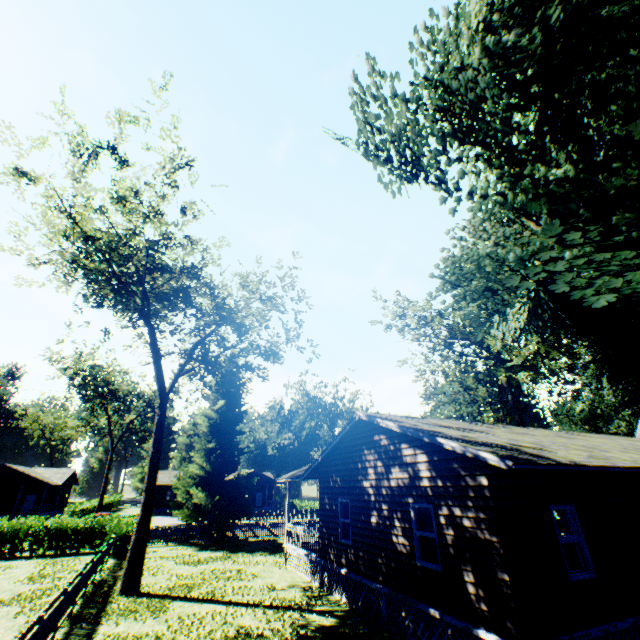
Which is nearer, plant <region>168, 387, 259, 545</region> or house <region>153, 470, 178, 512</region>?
plant <region>168, 387, 259, 545</region>

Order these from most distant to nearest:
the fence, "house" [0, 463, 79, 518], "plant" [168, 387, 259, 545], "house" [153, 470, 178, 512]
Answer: "house" [153, 470, 178, 512] → "house" [0, 463, 79, 518] → "plant" [168, 387, 259, 545] → the fence

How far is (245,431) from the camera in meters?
29.5

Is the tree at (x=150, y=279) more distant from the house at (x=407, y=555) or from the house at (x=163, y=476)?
the house at (x=163, y=476)

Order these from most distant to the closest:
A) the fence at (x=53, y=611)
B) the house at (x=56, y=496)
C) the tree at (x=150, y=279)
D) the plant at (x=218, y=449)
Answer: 1. the house at (x=56, y=496)
2. the plant at (x=218, y=449)
3. the tree at (x=150, y=279)
4. the fence at (x=53, y=611)

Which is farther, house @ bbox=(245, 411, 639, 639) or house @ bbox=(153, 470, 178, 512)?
house @ bbox=(153, 470, 178, 512)

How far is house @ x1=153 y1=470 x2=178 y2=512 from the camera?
51.59m

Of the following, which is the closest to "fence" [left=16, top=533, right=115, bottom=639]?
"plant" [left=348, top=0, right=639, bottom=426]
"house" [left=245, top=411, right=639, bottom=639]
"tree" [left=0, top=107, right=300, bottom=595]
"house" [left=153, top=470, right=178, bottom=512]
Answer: "plant" [left=348, top=0, right=639, bottom=426]
